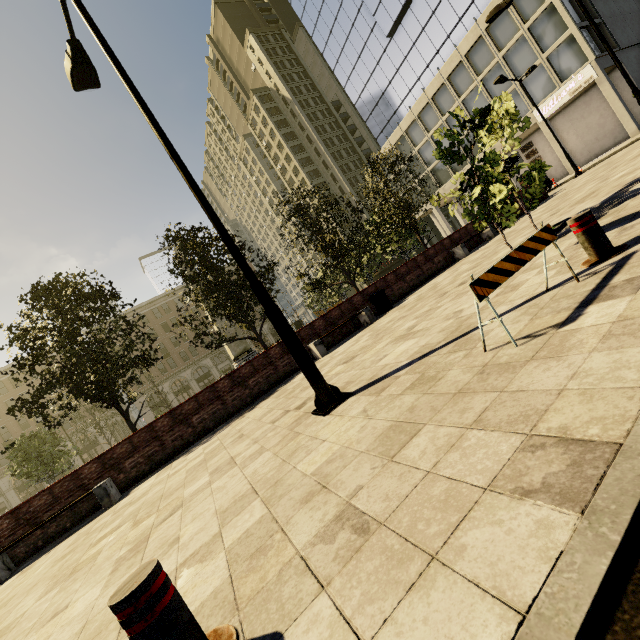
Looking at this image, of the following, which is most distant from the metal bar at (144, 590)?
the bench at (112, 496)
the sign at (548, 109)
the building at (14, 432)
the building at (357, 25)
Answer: the building at (14, 432)

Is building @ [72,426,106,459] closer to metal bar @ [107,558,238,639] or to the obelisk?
the obelisk

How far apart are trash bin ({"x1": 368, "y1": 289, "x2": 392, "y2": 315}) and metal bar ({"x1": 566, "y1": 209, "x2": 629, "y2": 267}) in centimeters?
842cm

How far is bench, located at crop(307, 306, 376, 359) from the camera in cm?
1088

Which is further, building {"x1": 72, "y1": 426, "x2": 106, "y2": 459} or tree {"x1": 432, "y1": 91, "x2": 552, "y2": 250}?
building {"x1": 72, "y1": 426, "x2": 106, "y2": 459}

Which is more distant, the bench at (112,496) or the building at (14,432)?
the building at (14,432)

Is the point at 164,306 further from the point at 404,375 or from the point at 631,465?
the point at 631,465
